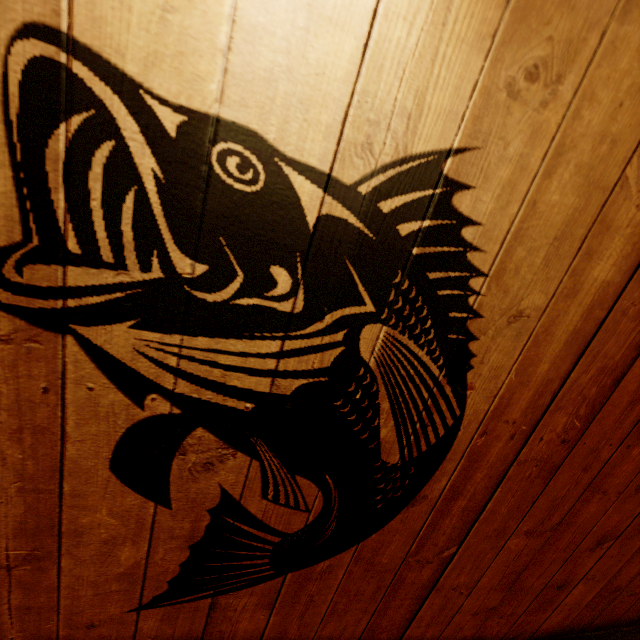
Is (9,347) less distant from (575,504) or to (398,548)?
(398,548)
